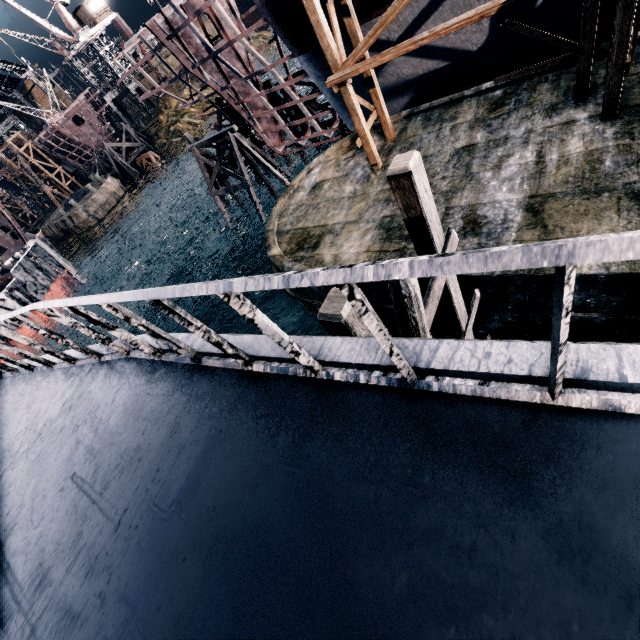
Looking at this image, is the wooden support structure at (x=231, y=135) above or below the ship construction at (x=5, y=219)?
below

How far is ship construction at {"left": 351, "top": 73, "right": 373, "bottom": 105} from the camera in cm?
1728

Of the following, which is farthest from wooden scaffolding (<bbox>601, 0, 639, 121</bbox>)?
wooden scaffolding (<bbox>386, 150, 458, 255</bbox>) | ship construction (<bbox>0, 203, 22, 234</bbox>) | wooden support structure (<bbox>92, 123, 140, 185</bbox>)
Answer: ship construction (<bbox>0, 203, 22, 234</bbox>)

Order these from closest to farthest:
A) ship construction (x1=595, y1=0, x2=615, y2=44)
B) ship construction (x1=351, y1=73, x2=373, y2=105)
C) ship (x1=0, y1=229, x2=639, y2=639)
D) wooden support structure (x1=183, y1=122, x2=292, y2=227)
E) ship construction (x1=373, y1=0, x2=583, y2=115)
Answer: ship (x1=0, y1=229, x2=639, y2=639)
ship construction (x1=595, y1=0, x2=615, y2=44)
ship construction (x1=373, y1=0, x2=583, y2=115)
ship construction (x1=351, y1=73, x2=373, y2=105)
wooden support structure (x1=183, y1=122, x2=292, y2=227)

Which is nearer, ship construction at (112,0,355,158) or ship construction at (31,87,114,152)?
ship construction at (112,0,355,158)

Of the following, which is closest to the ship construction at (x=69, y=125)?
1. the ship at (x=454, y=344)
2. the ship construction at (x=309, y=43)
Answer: the ship construction at (x=309, y=43)

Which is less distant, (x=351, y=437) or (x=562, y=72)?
(x=351, y=437)

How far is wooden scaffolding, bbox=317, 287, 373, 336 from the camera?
3.86m
